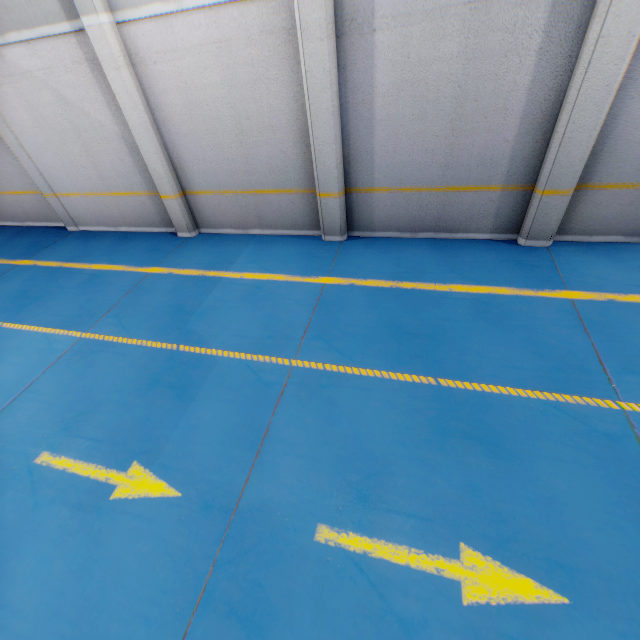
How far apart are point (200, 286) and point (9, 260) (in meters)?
6.08

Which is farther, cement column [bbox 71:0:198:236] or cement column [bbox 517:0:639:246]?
cement column [bbox 71:0:198:236]

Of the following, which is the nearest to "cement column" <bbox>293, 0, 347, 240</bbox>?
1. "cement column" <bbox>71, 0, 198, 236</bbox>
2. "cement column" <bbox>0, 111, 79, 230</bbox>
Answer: "cement column" <bbox>71, 0, 198, 236</bbox>

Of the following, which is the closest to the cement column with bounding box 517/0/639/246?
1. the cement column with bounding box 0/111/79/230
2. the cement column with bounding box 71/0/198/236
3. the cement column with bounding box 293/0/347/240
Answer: the cement column with bounding box 293/0/347/240

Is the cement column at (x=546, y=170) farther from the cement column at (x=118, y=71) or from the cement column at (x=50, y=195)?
the cement column at (x=50, y=195)

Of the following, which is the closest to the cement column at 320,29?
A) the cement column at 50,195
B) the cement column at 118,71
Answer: the cement column at 118,71

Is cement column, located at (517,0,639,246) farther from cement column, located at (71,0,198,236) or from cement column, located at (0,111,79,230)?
cement column, located at (0,111,79,230)

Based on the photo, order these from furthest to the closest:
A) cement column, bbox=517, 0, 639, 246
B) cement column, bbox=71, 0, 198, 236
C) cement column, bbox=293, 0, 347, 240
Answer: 1. cement column, bbox=71, 0, 198, 236
2. cement column, bbox=293, 0, 347, 240
3. cement column, bbox=517, 0, 639, 246
